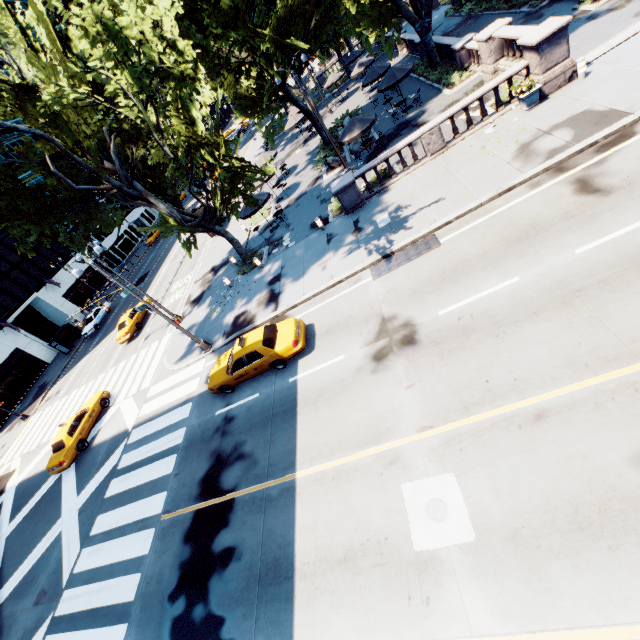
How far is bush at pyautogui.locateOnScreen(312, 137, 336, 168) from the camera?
26.7m

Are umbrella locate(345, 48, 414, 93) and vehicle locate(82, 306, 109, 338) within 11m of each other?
no

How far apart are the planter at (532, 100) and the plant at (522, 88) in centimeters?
20cm

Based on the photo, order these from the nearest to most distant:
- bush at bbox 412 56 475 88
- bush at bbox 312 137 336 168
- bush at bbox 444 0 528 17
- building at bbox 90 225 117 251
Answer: bush at bbox 412 56 475 88
bush at bbox 312 137 336 168
bush at bbox 444 0 528 17
building at bbox 90 225 117 251

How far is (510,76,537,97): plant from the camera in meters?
14.0 m

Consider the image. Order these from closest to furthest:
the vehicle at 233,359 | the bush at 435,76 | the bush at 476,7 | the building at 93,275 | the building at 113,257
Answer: the vehicle at 233,359 < the bush at 435,76 < the bush at 476,7 < the building at 93,275 < the building at 113,257

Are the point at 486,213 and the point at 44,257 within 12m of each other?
no

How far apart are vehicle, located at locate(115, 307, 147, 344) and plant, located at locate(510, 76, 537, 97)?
30.10m
